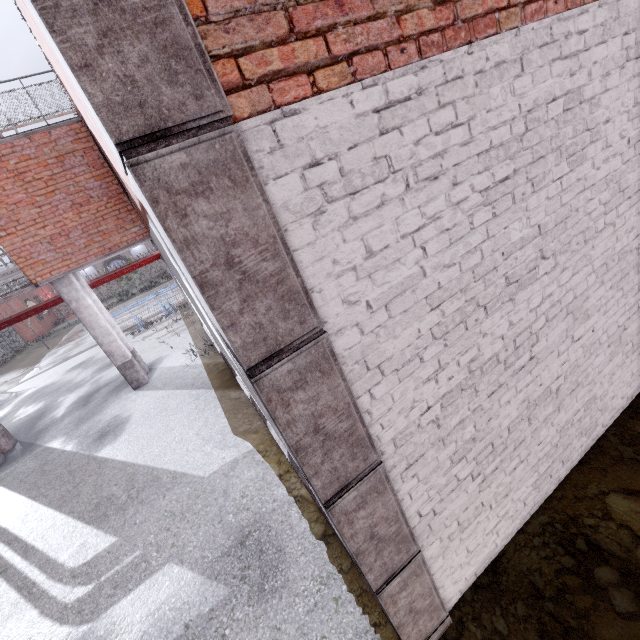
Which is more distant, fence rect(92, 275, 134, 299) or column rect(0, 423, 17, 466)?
fence rect(92, 275, 134, 299)

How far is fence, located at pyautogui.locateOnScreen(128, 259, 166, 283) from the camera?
43.3m

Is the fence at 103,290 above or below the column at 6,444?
above

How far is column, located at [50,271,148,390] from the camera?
9.2 meters

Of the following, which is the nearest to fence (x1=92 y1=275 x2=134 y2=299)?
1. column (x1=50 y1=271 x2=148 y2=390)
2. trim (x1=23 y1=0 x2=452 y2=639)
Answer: column (x1=50 y1=271 x2=148 y2=390)

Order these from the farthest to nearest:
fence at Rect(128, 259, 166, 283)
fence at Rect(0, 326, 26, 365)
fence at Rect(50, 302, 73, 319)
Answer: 1. fence at Rect(128, 259, 166, 283)
2. fence at Rect(50, 302, 73, 319)
3. fence at Rect(0, 326, 26, 365)

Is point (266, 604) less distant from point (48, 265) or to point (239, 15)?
point (239, 15)

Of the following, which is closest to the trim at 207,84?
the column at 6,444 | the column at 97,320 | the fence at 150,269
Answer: the column at 97,320
